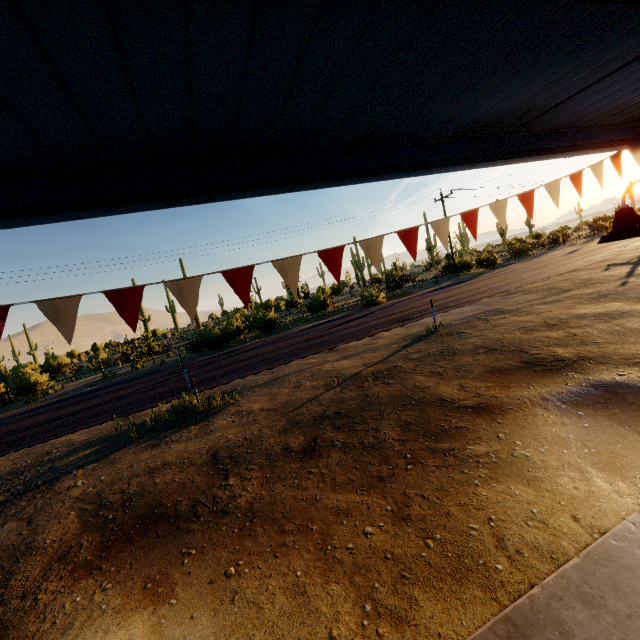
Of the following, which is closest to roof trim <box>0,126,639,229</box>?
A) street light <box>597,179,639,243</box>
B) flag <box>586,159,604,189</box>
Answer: flag <box>586,159,604,189</box>

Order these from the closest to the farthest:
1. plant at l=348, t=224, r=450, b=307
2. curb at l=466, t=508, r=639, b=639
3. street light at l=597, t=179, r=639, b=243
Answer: curb at l=466, t=508, r=639, b=639
street light at l=597, t=179, r=639, b=243
plant at l=348, t=224, r=450, b=307

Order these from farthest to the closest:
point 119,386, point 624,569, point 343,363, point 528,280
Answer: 1. point 528,280
2. point 119,386
3. point 343,363
4. point 624,569

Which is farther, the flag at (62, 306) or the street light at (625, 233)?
the street light at (625, 233)

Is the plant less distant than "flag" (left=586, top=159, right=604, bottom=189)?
No

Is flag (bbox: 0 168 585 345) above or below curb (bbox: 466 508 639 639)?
above

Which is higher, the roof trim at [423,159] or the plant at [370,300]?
the roof trim at [423,159]

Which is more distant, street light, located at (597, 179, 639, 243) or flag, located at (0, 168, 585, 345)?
street light, located at (597, 179, 639, 243)
